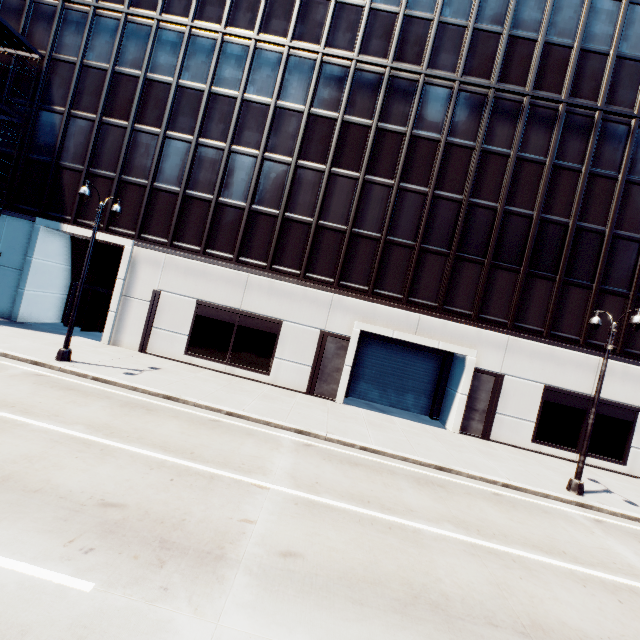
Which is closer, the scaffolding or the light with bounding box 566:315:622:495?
the light with bounding box 566:315:622:495

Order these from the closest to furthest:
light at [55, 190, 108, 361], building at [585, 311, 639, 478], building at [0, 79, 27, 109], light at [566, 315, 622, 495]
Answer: light at [566, 315, 622, 495], light at [55, 190, 108, 361], building at [585, 311, 639, 478], building at [0, 79, 27, 109]

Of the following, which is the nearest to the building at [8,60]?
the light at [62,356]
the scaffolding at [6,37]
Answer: the scaffolding at [6,37]

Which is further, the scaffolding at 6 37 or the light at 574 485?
the scaffolding at 6 37

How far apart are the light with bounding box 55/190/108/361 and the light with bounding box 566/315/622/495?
21.0 meters

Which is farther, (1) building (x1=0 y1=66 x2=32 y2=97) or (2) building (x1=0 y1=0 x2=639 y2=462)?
(1) building (x1=0 y1=66 x2=32 y2=97)

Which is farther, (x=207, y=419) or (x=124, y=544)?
(x=207, y=419)
